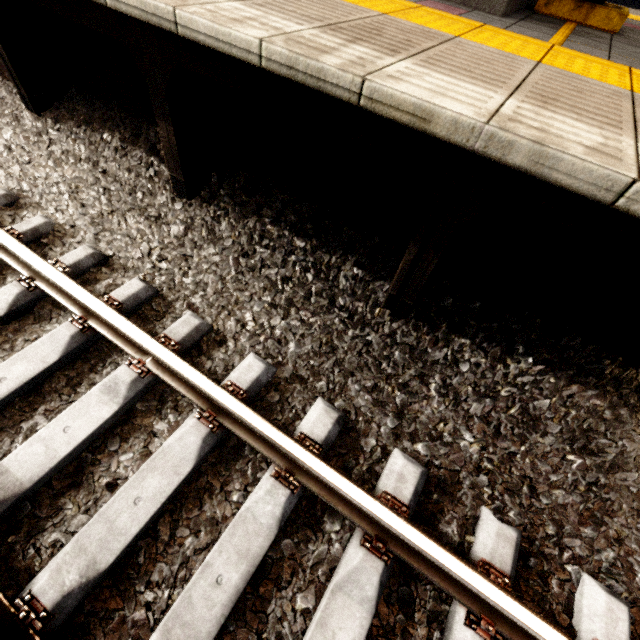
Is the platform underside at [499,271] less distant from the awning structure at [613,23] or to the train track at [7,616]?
the train track at [7,616]

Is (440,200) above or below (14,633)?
above

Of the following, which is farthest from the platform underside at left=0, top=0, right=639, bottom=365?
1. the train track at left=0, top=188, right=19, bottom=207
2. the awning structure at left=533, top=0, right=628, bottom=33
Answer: the awning structure at left=533, top=0, right=628, bottom=33

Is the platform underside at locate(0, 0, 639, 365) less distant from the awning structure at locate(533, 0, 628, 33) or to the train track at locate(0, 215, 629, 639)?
the train track at locate(0, 215, 629, 639)

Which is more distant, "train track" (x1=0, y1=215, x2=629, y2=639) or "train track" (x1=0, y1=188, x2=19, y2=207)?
"train track" (x1=0, y1=188, x2=19, y2=207)
